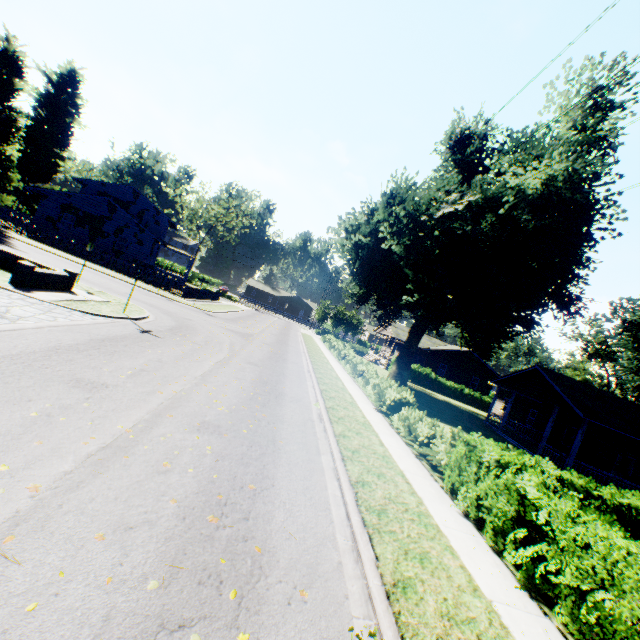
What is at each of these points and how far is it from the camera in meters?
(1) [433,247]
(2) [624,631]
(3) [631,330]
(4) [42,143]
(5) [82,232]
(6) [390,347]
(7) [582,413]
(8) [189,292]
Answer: (1) plant, 20.1 m
(2) hedge, 4.1 m
(3) plant, 29.0 m
(4) plant, 49.0 m
(5) house, 33.3 m
(6) house, 58.3 m
(7) house, 17.3 m
(8) fence, 31.5 m

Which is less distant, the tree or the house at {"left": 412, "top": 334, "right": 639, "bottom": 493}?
the house at {"left": 412, "top": 334, "right": 639, "bottom": 493}

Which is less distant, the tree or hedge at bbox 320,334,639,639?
hedge at bbox 320,334,639,639

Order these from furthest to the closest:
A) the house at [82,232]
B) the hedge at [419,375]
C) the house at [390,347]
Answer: the house at [390,347]
the hedge at [419,375]
the house at [82,232]

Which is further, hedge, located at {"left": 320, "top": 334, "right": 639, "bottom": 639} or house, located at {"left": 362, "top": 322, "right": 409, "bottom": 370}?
house, located at {"left": 362, "top": 322, "right": 409, "bottom": 370}

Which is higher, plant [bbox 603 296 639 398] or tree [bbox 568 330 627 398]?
tree [bbox 568 330 627 398]

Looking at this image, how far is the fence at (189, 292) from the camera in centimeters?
2978cm

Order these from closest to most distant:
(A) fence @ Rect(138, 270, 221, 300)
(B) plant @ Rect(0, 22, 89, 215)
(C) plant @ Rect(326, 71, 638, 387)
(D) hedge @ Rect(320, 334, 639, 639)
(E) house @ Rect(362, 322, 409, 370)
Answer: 1. (D) hedge @ Rect(320, 334, 639, 639)
2. (C) plant @ Rect(326, 71, 638, 387)
3. (B) plant @ Rect(0, 22, 89, 215)
4. (A) fence @ Rect(138, 270, 221, 300)
5. (E) house @ Rect(362, 322, 409, 370)
